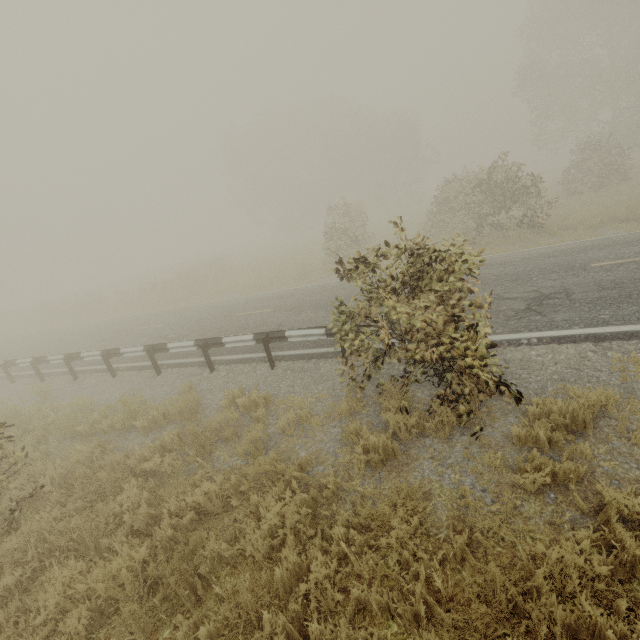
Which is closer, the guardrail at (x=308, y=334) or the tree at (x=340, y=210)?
the tree at (x=340, y=210)

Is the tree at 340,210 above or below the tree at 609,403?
above

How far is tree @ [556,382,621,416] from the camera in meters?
4.0 m

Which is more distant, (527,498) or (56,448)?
(56,448)

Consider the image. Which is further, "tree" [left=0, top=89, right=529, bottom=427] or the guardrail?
the guardrail

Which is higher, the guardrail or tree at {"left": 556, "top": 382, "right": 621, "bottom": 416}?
the guardrail

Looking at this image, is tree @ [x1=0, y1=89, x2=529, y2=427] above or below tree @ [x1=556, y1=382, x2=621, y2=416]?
above
